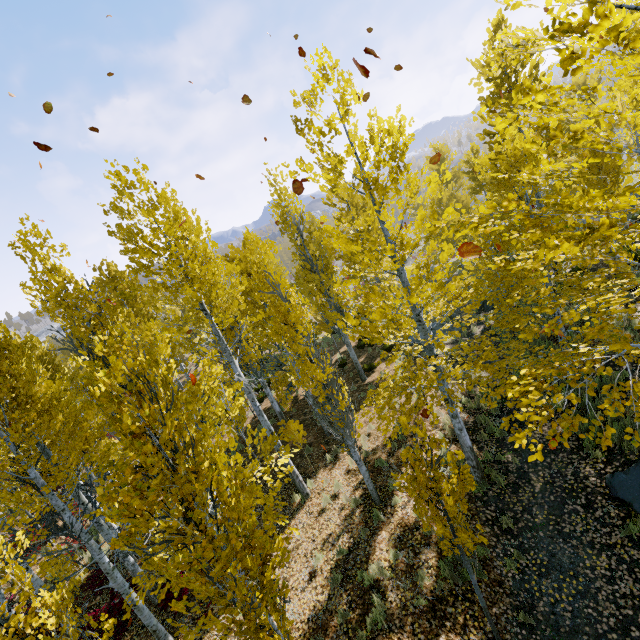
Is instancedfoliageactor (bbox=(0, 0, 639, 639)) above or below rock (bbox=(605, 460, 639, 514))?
above

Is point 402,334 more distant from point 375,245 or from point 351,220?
point 351,220

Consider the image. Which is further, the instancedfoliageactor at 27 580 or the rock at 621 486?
the rock at 621 486

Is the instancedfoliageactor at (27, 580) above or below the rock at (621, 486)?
above

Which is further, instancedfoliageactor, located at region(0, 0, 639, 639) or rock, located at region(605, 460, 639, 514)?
rock, located at region(605, 460, 639, 514)
